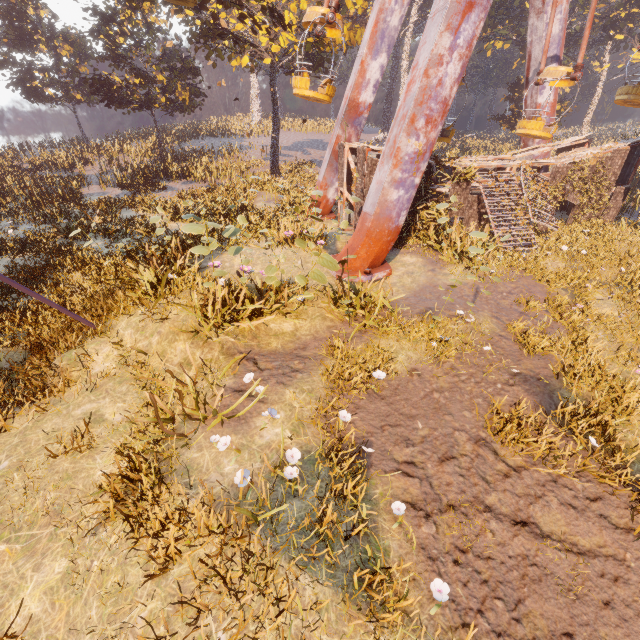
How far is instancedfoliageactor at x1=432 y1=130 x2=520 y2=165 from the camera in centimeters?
1699cm

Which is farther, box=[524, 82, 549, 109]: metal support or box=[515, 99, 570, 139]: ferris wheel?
box=[524, 82, 549, 109]: metal support

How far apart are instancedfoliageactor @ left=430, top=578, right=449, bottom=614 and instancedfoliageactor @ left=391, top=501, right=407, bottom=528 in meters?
0.7

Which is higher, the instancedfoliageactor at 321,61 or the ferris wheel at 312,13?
the instancedfoliageactor at 321,61

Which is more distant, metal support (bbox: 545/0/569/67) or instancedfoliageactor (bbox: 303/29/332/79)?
instancedfoliageactor (bbox: 303/29/332/79)

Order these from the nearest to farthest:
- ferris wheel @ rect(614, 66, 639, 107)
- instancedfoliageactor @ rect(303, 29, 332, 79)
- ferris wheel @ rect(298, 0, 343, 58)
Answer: ferris wheel @ rect(298, 0, 343, 58)
ferris wheel @ rect(614, 66, 639, 107)
instancedfoliageactor @ rect(303, 29, 332, 79)

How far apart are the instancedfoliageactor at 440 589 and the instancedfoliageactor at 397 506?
0.7 meters

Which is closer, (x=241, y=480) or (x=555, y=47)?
(x=241, y=480)
